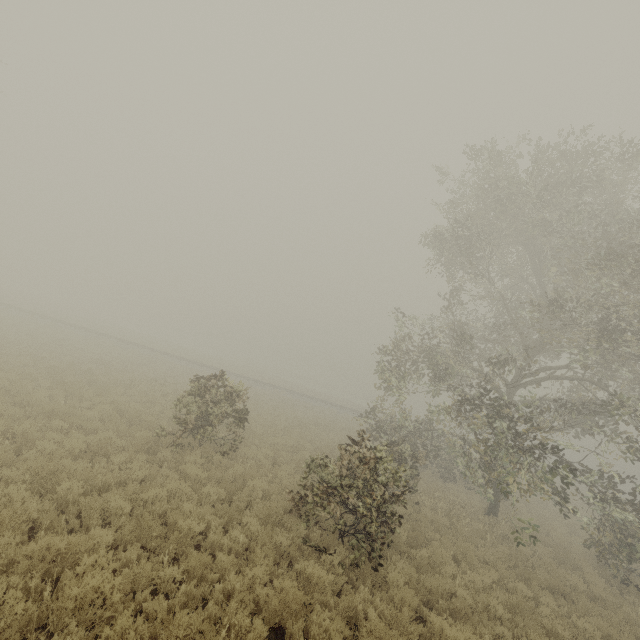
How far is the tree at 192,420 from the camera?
11.5m

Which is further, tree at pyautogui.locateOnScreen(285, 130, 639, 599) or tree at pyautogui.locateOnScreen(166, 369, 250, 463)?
tree at pyautogui.locateOnScreen(166, 369, 250, 463)

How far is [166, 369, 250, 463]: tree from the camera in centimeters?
1148cm

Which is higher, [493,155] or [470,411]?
[493,155]

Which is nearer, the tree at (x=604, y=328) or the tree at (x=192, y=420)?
the tree at (x=604, y=328)
